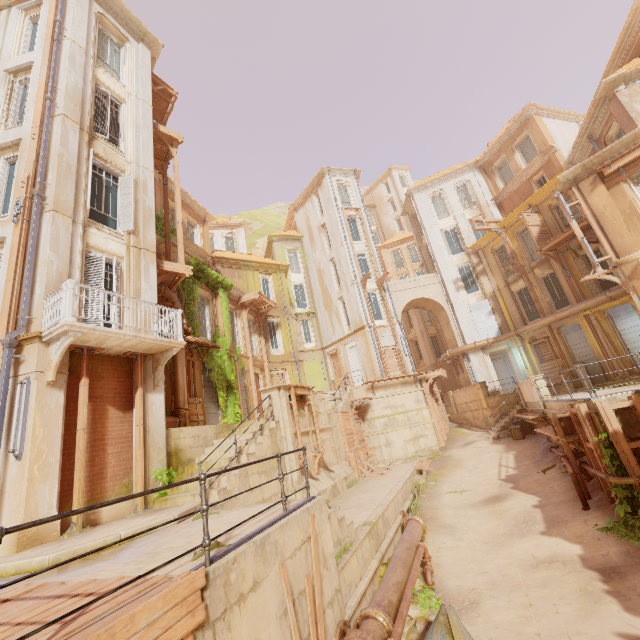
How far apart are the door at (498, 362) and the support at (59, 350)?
28.43m

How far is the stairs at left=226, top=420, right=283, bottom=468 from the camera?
9.6m

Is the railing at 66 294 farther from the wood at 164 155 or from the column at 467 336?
the column at 467 336

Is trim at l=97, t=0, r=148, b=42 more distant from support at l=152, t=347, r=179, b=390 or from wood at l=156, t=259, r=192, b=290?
support at l=152, t=347, r=179, b=390

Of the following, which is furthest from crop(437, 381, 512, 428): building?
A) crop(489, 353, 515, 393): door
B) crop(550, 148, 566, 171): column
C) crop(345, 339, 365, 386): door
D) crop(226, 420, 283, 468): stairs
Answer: crop(550, 148, 566, 171): column

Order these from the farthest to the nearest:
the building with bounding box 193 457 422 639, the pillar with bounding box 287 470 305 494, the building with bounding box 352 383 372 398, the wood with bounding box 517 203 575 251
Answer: the building with bounding box 352 383 372 398 → the wood with bounding box 517 203 575 251 → the pillar with bounding box 287 470 305 494 → the building with bounding box 193 457 422 639

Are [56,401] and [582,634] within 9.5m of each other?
no

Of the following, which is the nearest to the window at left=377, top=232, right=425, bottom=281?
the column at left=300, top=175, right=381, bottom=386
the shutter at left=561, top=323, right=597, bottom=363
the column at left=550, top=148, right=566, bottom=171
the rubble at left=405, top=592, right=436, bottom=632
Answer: the column at left=300, top=175, right=381, bottom=386
